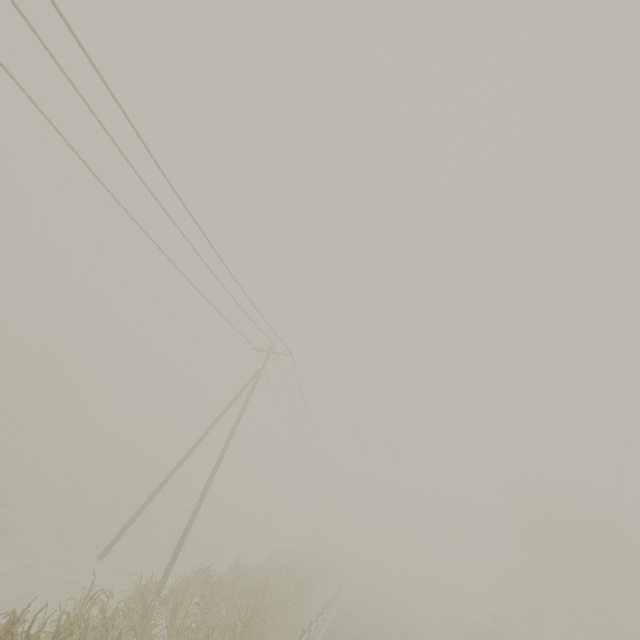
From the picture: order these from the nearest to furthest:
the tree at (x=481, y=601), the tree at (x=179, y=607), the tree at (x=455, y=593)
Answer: the tree at (x=179, y=607) < the tree at (x=481, y=601) < the tree at (x=455, y=593)

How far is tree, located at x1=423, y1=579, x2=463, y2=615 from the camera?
51.3m

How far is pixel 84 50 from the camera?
6.3 meters

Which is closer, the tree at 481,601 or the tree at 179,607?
the tree at 179,607

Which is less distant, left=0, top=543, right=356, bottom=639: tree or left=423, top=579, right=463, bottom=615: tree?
left=0, top=543, right=356, bottom=639: tree

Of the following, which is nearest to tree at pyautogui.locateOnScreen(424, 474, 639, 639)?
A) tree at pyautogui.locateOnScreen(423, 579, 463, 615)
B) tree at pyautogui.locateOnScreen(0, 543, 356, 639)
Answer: tree at pyautogui.locateOnScreen(423, 579, 463, 615)

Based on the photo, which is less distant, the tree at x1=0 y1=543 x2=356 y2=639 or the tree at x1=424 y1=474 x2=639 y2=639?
the tree at x1=0 y1=543 x2=356 y2=639

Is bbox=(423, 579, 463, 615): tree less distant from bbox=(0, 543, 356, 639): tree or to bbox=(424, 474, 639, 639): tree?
bbox=(424, 474, 639, 639): tree
